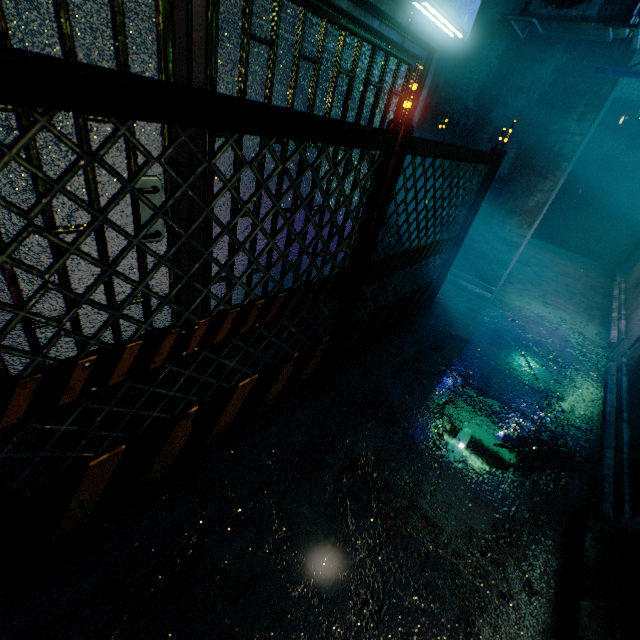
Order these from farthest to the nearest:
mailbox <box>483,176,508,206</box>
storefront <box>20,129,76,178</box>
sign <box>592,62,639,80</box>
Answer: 1. mailbox <box>483,176,508,206</box>
2. sign <box>592,62,639,80</box>
3. storefront <box>20,129,76,178</box>

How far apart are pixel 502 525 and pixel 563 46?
4.71m

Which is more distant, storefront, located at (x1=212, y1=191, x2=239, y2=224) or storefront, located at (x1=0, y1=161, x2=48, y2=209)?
storefront, located at (x1=212, y1=191, x2=239, y2=224)

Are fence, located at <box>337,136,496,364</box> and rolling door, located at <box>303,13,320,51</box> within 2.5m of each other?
yes

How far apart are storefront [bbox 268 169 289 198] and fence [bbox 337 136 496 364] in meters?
0.7

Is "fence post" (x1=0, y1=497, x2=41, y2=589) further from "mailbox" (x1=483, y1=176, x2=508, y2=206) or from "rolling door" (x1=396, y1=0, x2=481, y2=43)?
"mailbox" (x1=483, y1=176, x2=508, y2=206)

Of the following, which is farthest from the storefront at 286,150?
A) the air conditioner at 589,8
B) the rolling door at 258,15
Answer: the air conditioner at 589,8

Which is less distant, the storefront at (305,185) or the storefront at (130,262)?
the storefront at (130,262)
